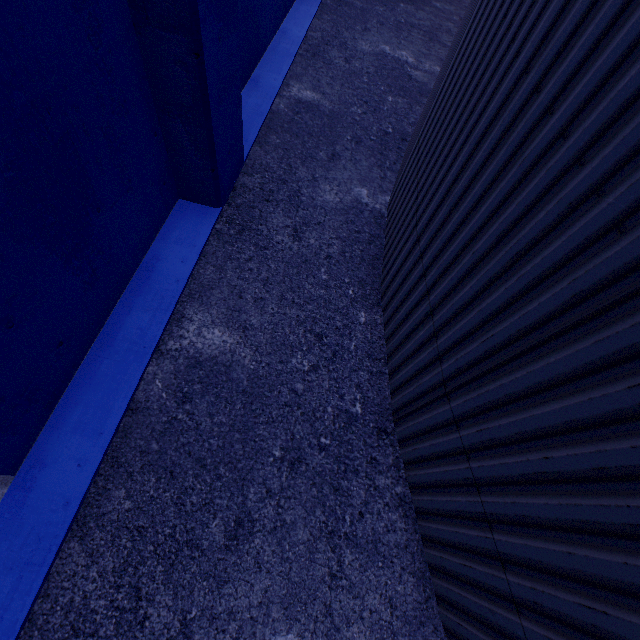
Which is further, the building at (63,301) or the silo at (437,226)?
the building at (63,301)

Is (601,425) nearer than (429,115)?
Yes

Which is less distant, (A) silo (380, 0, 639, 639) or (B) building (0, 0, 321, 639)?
(A) silo (380, 0, 639, 639)
